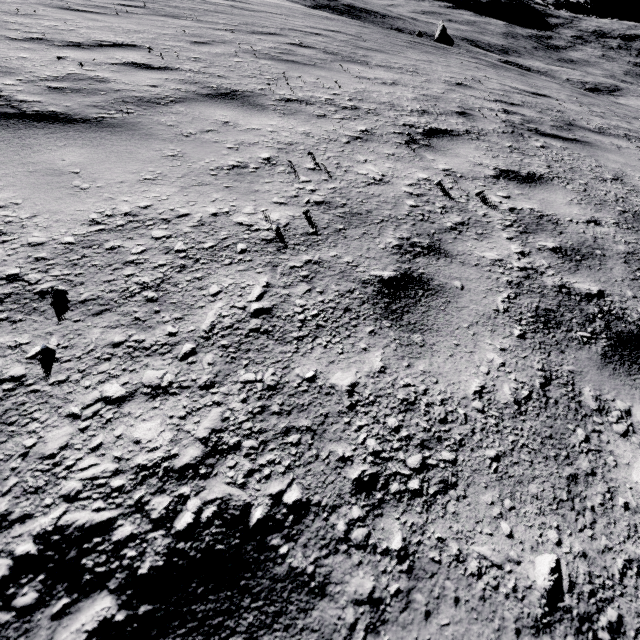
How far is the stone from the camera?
38.06m

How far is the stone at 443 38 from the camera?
38.1m

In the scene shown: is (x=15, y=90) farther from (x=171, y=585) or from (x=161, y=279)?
(x=171, y=585)
